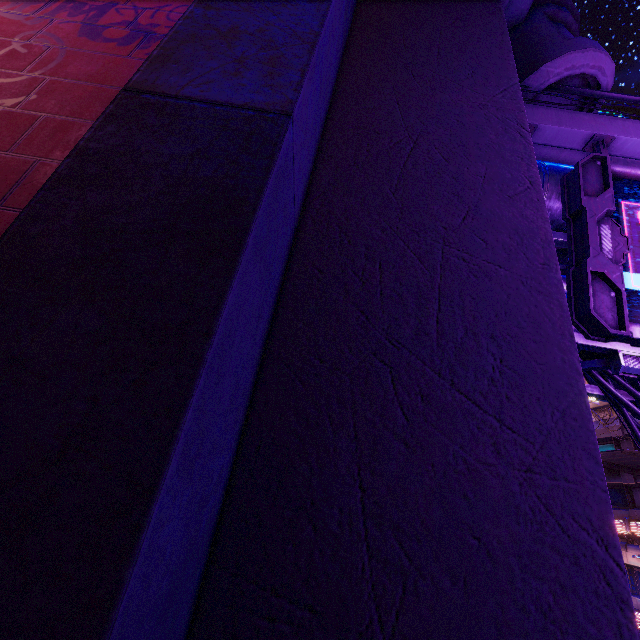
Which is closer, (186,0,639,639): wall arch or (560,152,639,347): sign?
(186,0,639,639): wall arch

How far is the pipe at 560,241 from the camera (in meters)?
6.04

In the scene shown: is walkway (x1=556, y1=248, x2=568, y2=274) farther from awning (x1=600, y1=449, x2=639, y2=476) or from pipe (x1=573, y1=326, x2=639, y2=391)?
awning (x1=600, y1=449, x2=639, y2=476)

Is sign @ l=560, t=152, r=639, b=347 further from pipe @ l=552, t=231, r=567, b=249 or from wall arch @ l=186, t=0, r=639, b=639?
wall arch @ l=186, t=0, r=639, b=639

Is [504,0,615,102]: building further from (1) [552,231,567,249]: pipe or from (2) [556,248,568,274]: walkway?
(1) [552,231,567,249]: pipe

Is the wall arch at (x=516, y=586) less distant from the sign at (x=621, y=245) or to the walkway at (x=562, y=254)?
the walkway at (x=562, y=254)

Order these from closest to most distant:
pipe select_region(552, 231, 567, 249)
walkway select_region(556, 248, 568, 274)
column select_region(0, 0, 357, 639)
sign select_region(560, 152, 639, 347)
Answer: column select_region(0, 0, 357, 639), sign select_region(560, 152, 639, 347), pipe select_region(552, 231, 567, 249), walkway select_region(556, 248, 568, 274)

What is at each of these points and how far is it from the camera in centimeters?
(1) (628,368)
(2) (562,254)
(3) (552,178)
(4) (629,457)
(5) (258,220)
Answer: (1) pipe, 495cm
(2) walkway, 684cm
(3) walkway, 614cm
(4) awning, 1900cm
(5) column, 185cm
